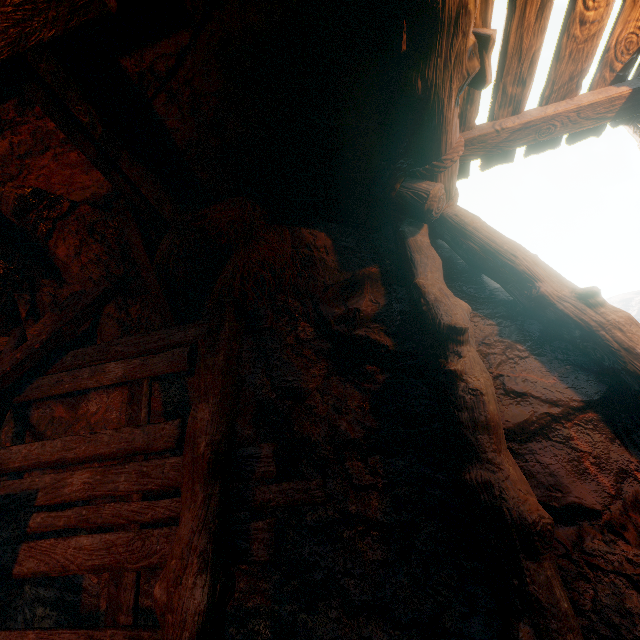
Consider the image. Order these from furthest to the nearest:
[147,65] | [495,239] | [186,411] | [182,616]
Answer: [186,411], [495,239], [147,65], [182,616]
